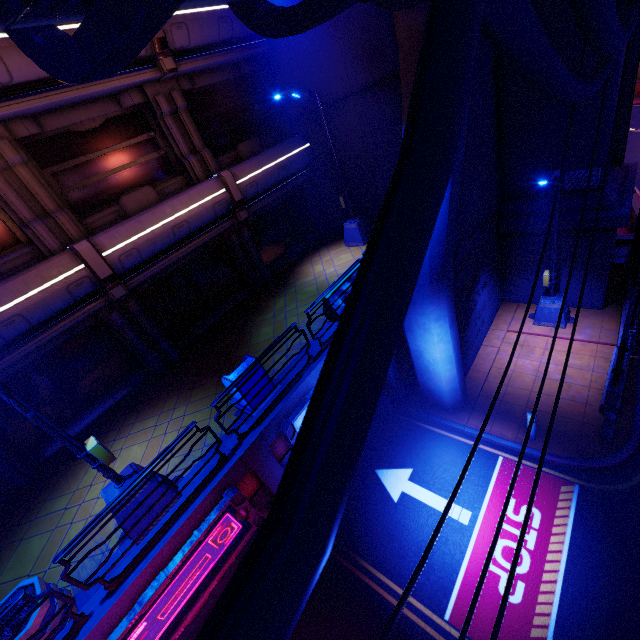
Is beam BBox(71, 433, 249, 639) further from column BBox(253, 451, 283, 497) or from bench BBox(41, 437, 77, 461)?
bench BBox(41, 437, 77, 461)

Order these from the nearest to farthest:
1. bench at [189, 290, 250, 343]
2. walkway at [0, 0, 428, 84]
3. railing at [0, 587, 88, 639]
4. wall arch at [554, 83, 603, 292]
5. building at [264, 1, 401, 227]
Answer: walkway at [0, 0, 428, 84] → railing at [0, 587, 88, 639] → wall arch at [554, 83, 603, 292] → building at [264, 1, 401, 227] → bench at [189, 290, 250, 343]

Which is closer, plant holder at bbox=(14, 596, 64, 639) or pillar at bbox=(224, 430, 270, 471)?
plant holder at bbox=(14, 596, 64, 639)

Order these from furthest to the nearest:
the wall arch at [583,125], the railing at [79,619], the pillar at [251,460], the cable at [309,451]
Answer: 1. the wall arch at [583,125]
2. the pillar at [251,460]
3. the railing at [79,619]
4. the cable at [309,451]

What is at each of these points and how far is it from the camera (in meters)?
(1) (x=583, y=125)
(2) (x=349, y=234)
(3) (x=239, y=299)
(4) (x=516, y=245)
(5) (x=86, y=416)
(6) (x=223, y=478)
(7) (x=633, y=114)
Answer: (1) wall arch, 9.66
(2) street light, 13.97
(3) bench, 12.08
(4) wall arch, 12.54
(5) bench, 9.13
(6) beam, 6.37
(7) tunnel, 27.56

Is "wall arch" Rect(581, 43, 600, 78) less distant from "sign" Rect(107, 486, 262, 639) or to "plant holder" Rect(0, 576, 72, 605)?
"sign" Rect(107, 486, 262, 639)

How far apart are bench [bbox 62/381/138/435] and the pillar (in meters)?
4.60

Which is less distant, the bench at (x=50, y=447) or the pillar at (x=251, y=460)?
the pillar at (x=251, y=460)
